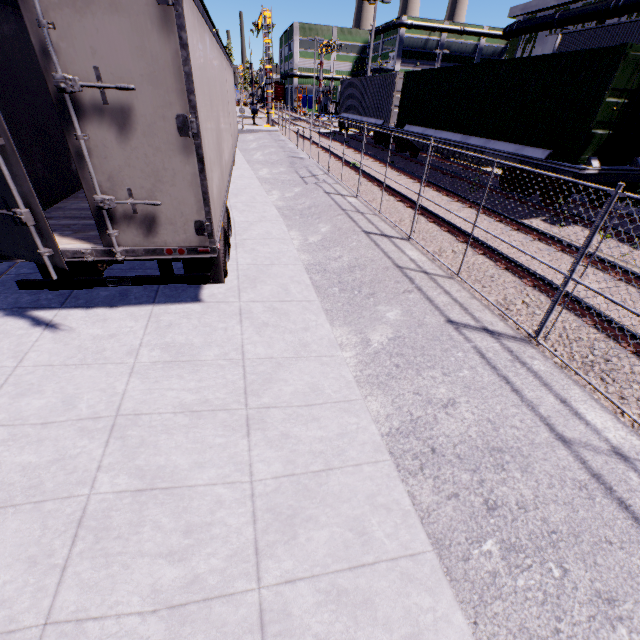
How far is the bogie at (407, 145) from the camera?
17.3 meters

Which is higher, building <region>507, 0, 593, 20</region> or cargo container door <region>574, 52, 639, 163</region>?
building <region>507, 0, 593, 20</region>

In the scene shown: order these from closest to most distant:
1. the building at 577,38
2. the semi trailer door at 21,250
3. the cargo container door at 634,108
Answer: the semi trailer door at 21,250 < the cargo container door at 634,108 < the building at 577,38

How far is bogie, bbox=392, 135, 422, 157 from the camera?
17.3 meters

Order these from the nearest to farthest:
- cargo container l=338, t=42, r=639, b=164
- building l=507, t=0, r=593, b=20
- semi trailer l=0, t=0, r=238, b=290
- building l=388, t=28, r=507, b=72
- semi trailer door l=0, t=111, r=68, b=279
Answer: semi trailer door l=0, t=111, r=68, b=279 → semi trailer l=0, t=0, r=238, b=290 → cargo container l=338, t=42, r=639, b=164 → building l=507, t=0, r=593, b=20 → building l=388, t=28, r=507, b=72

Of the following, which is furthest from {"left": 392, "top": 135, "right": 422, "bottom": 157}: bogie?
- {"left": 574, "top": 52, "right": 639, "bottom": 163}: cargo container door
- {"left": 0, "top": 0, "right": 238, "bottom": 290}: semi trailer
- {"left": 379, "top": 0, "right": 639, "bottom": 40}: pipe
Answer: {"left": 379, "top": 0, "right": 639, "bottom": 40}: pipe

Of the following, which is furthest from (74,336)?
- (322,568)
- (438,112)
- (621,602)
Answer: (438,112)

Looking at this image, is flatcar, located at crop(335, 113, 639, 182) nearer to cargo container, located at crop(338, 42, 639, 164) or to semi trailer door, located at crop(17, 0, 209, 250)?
cargo container, located at crop(338, 42, 639, 164)
